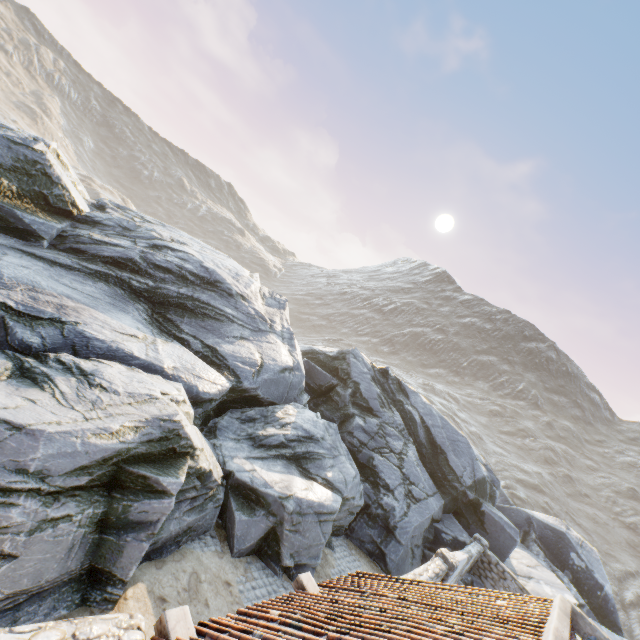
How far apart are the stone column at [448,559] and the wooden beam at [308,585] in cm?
748

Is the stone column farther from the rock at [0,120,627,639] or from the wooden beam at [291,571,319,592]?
the wooden beam at [291,571,319,592]

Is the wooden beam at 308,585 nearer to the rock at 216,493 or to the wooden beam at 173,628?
the wooden beam at 173,628

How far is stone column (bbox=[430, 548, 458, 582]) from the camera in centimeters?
1138cm

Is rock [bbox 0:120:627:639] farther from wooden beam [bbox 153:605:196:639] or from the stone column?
wooden beam [bbox 153:605:196:639]

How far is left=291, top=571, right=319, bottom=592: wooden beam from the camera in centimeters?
634cm

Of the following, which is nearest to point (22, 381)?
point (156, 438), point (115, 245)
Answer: point (156, 438)
